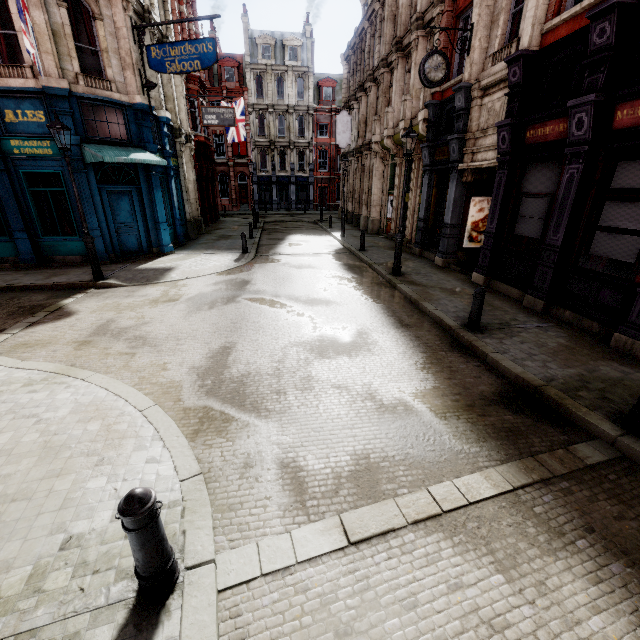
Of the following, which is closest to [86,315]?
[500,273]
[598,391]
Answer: [598,391]

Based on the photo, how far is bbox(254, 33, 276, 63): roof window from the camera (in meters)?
37.75

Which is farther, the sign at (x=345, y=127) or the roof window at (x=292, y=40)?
the roof window at (x=292, y=40)

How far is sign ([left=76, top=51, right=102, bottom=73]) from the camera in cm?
1156

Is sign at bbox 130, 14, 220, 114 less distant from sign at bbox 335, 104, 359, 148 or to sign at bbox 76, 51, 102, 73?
sign at bbox 76, 51, 102, 73

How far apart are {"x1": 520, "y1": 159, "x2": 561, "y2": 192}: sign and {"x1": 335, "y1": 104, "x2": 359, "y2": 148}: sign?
18.5 meters

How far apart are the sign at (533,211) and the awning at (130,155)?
12.5m

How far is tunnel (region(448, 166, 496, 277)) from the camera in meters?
11.7
